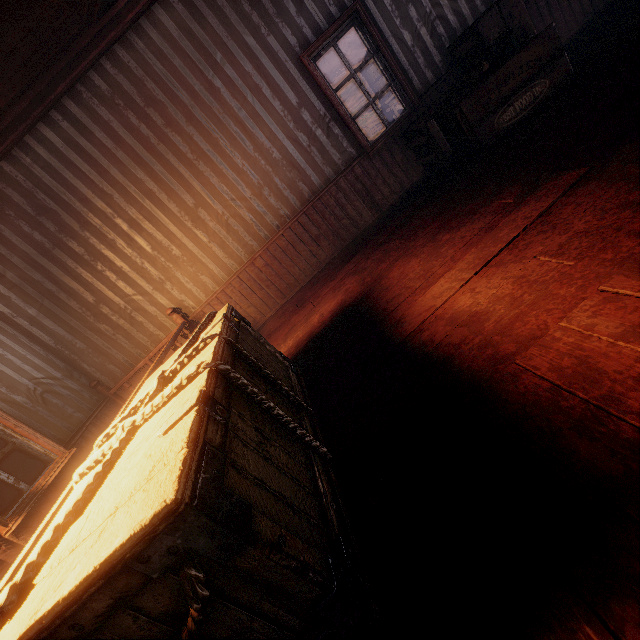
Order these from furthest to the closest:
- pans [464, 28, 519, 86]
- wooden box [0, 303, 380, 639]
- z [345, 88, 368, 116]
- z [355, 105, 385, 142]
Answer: z [345, 88, 368, 116] < z [355, 105, 385, 142] < pans [464, 28, 519, 86] < wooden box [0, 303, 380, 639]

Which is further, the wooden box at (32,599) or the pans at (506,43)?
the pans at (506,43)

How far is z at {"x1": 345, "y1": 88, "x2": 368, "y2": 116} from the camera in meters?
44.1 m

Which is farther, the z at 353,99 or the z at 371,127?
the z at 353,99

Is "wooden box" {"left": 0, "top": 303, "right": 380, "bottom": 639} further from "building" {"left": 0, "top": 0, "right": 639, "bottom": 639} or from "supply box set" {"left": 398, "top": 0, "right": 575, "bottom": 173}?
"supply box set" {"left": 398, "top": 0, "right": 575, "bottom": 173}

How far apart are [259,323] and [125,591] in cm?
438

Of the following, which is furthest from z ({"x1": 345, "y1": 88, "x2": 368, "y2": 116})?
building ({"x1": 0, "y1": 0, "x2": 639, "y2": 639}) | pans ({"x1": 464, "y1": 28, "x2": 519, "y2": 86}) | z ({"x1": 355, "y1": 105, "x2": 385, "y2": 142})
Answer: z ({"x1": 355, "y1": 105, "x2": 385, "y2": 142})

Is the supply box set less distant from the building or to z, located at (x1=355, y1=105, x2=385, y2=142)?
the building
